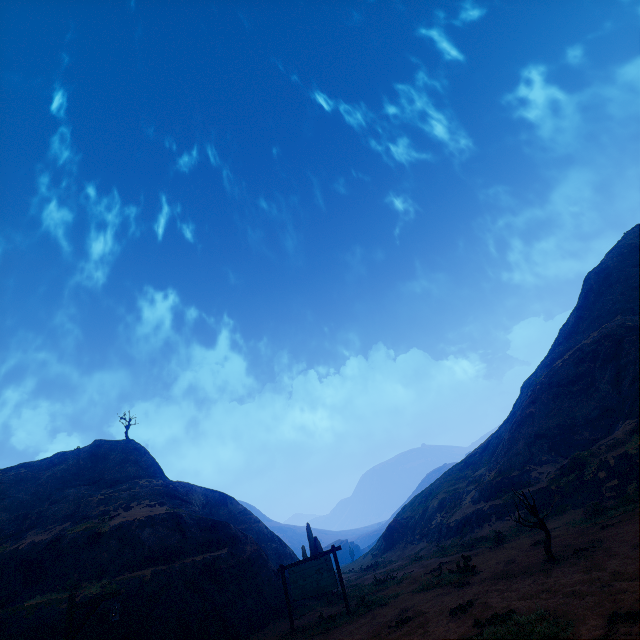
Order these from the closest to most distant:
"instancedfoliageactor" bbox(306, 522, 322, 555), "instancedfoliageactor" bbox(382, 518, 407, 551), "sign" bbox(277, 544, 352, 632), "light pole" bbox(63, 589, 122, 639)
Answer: "light pole" bbox(63, 589, 122, 639), "sign" bbox(277, 544, 352, 632), "instancedfoliageactor" bbox(306, 522, 322, 555), "instancedfoliageactor" bbox(382, 518, 407, 551)

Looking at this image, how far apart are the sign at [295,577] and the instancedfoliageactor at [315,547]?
7.4m

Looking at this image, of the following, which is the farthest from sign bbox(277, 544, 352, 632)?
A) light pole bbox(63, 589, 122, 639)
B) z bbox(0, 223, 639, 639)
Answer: light pole bbox(63, 589, 122, 639)

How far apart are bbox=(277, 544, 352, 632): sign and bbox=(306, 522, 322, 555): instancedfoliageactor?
7.4m

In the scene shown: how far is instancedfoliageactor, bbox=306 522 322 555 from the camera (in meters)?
20.91

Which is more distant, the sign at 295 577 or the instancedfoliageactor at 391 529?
the instancedfoliageactor at 391 529

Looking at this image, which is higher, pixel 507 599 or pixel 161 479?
pixel 161 479

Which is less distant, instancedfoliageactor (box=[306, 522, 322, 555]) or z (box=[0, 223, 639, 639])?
z (box=[0, 223, 639, 639])
